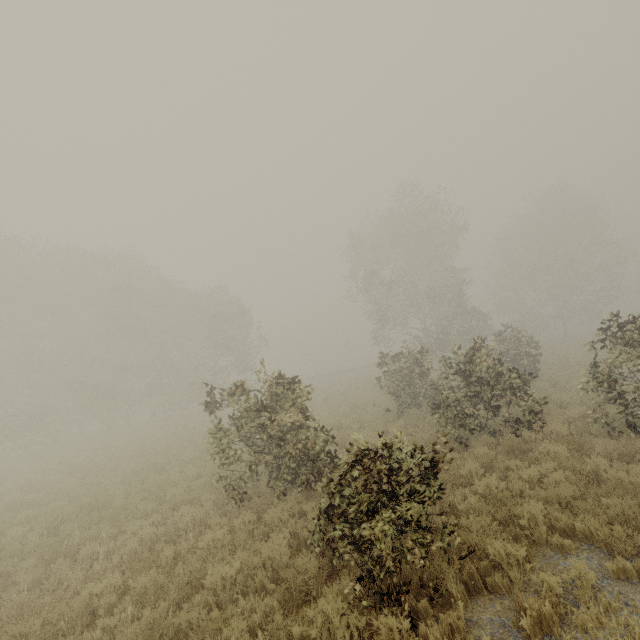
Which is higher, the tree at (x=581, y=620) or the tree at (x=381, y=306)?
the tree at (x=381, y=306)

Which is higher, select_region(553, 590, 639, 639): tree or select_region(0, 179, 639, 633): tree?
select_region(0, 179, 639, 633): tree

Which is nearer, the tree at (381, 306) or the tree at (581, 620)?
the tree at (581, 620)

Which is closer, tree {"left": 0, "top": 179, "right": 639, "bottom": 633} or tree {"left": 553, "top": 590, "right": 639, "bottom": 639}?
tree {"left": 553, "top": 590, "right": 639, "bottom": 639}

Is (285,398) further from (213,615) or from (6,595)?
(6,595)
